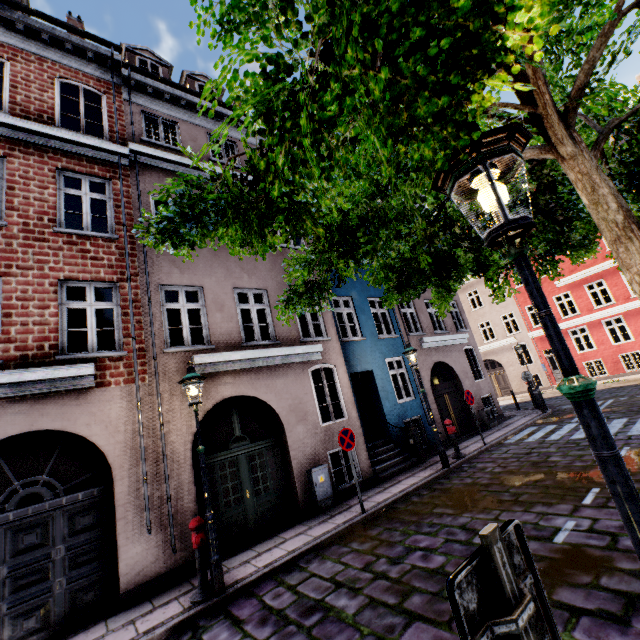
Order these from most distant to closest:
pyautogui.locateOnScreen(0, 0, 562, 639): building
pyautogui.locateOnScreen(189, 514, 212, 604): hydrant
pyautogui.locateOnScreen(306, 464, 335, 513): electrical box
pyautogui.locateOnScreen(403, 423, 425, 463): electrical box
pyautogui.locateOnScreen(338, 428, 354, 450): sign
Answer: pyautogui.locateOnScreen(403, 423, 425, 463): electrical box
pyautogui.locateOnScreen(306, 464, 335, 513): electrical box
pyautogui.locateOnScreen(338, 428, 354, 450): sign
pyautogui.locateOnScreen(0, 0, 562, 639): building
pyautogui.locateOnScreen(189, 514, 212, 604): hydrant

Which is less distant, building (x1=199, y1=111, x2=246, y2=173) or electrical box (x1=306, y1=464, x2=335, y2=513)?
electrical box (x1=306, y1=464, x2=335, y2=513)

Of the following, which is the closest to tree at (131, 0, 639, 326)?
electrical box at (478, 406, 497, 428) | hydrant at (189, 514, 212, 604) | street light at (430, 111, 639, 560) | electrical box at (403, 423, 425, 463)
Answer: street light at (430, 111, 639, 560)

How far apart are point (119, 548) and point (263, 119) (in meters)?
7.63

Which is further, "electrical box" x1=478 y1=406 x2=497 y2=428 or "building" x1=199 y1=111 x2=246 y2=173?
"electrical box" x1=478 y1=406 x2=497 y2=428

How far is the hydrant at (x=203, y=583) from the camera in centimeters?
533cm

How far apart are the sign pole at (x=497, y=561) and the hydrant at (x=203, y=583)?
5.9 meters

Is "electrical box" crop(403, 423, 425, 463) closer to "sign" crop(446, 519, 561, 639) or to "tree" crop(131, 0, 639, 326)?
"tree" crop(131, 0, 639, 326)
